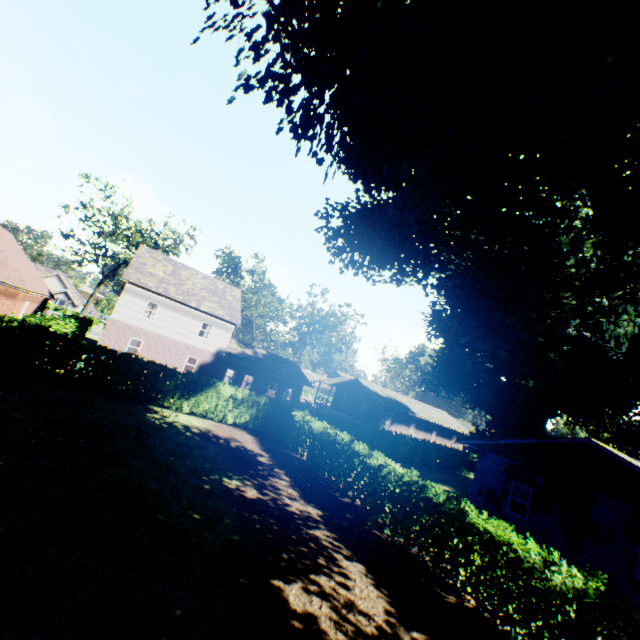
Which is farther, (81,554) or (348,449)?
(348,449)

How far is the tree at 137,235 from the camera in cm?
3756

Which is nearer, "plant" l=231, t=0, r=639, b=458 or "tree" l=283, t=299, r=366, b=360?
"plant" l=231, t=0, r=639, b=458

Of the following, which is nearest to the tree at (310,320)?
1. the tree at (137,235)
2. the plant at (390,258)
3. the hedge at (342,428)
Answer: the plant at (390,258)

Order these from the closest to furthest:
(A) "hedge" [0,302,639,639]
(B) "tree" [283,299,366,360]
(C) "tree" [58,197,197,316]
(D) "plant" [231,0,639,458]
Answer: (D) "plant" [231,0,639,458], (A) "hedge" [0,302,639,639], (C) "tree" [58,197,197,316], (B) "tree" [283,299,366,360]

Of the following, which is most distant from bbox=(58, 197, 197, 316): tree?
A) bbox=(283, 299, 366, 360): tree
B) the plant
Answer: bbox=(283, 299, 366, 360): tree

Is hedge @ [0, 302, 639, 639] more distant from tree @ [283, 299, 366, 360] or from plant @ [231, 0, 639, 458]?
tree @ [283, 299, 366, 360]

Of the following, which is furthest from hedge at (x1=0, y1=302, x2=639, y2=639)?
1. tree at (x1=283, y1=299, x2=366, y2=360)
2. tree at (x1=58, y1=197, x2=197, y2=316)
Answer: tree at (x1=283, y1=299, x2=366, y2=360)
